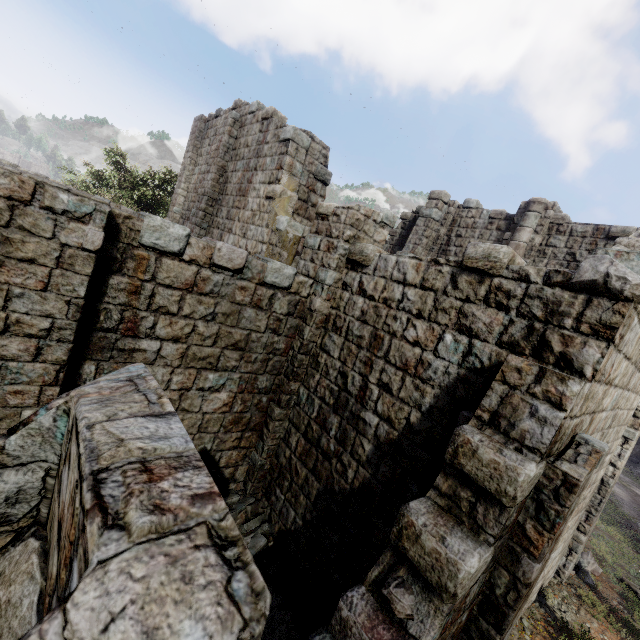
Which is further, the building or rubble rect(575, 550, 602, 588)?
rubble rect(575, 550, 602, 588)

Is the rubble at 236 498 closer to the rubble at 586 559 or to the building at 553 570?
the building at 553 570

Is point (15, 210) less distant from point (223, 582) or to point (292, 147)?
point (223, 582)

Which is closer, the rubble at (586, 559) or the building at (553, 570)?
the building at (553, 570)

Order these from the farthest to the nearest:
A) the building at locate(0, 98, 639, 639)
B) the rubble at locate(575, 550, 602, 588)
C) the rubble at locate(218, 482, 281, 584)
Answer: the rubble at locate(575, 550, 602, 588)
the rubble at locate(218, 482, 281, 584)
the building at locate(0, 98, 639, 639)

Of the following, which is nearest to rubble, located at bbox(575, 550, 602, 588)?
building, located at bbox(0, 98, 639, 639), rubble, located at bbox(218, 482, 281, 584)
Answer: building, located at bbox(0, 98, 639, 639)

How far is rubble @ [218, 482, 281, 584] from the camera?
6.6m
